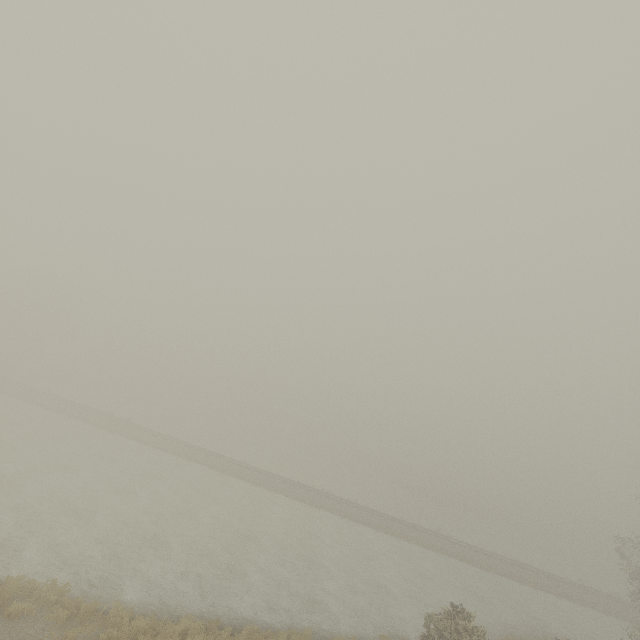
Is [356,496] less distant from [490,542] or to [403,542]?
[403,542]
